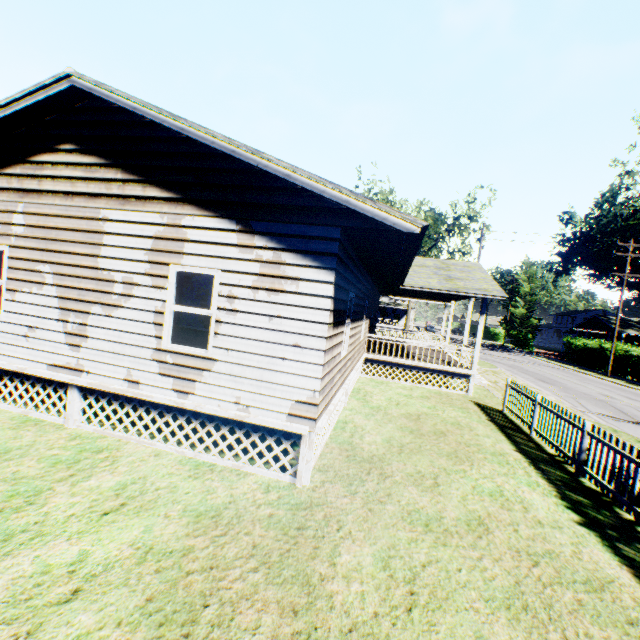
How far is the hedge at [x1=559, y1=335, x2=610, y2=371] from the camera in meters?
32.2

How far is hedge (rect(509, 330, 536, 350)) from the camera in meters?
51.2

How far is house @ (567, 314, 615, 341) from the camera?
42.5 meters

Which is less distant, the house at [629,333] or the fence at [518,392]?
the fence at [518,392]

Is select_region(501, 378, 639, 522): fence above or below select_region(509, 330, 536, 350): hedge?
below

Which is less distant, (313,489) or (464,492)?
(313,489)

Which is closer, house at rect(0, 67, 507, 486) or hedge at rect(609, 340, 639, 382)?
house at rect(0, 67, 507, 486)

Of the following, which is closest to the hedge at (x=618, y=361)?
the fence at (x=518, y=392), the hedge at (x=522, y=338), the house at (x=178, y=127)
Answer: the hedge at (x=522, y=338)
